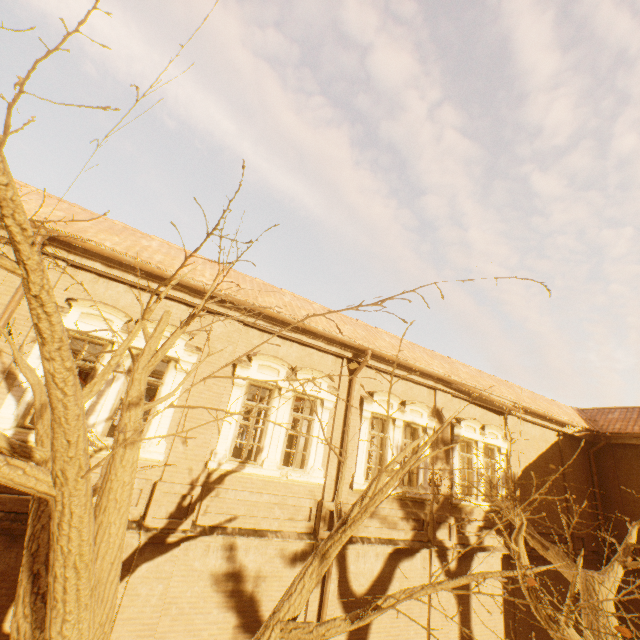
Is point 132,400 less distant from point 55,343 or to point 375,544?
point 55,343
